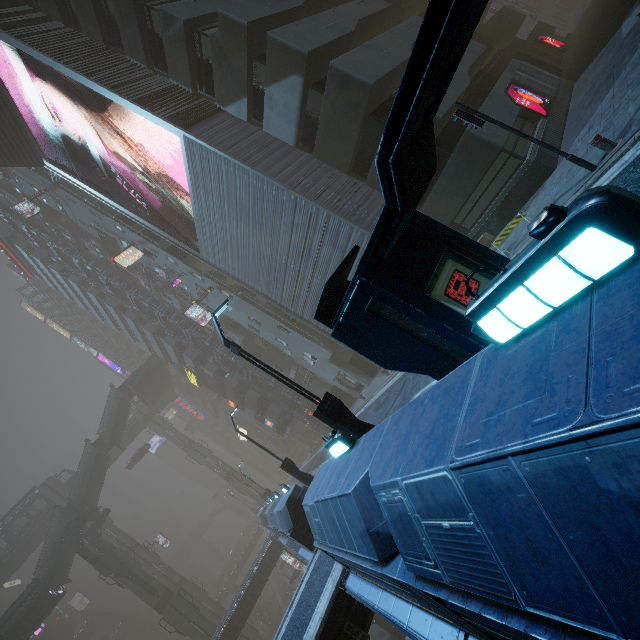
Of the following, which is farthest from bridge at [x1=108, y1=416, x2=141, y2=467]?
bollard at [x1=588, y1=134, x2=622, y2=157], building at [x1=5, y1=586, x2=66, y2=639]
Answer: bollard at [x1=588, y1=134, x2=622, y2=157]

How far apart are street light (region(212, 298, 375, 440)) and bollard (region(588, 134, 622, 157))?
8.6 meters

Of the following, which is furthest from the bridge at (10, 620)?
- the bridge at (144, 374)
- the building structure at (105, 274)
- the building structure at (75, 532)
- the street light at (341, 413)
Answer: the street light at (341, 413)

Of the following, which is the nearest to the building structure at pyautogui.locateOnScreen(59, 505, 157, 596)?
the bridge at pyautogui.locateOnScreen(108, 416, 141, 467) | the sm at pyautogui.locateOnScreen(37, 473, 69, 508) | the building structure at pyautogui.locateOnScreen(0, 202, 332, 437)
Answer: the sm at pyautogui.locateOnScreen(37, 473, 69, 508)

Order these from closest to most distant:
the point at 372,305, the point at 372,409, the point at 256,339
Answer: the point at 372,305, the point at 372,409, the point at 256,339

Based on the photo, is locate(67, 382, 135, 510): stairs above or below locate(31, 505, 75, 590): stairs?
above

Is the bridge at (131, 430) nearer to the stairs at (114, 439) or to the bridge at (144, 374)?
the stairs at (114, 439)

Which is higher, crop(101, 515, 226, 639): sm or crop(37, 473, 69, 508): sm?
crop(37, 473, 69, 508): sm
